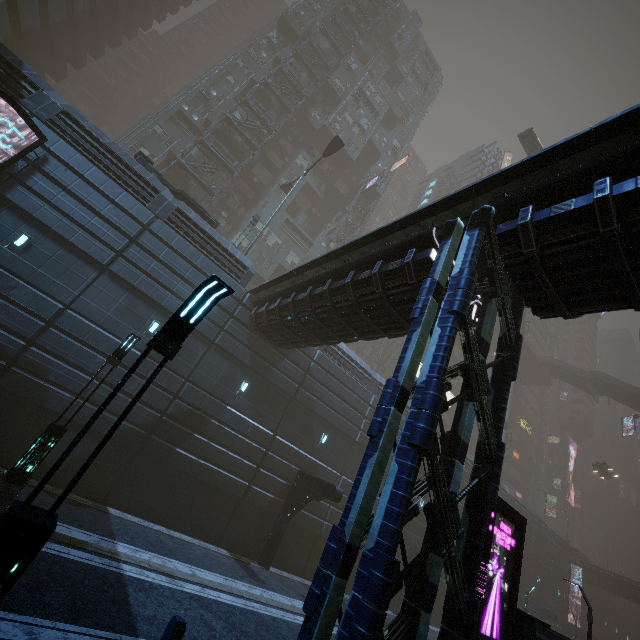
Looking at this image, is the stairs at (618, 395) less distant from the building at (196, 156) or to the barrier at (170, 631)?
the building at (196, 156)

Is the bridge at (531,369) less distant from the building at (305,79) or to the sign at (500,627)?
the building at (305,79)

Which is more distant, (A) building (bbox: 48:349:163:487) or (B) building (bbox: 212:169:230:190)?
(B) building (bbox: 212:169:230:190)

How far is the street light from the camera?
23.2m

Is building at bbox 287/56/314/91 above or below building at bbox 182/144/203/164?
above

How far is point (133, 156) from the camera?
29.3m

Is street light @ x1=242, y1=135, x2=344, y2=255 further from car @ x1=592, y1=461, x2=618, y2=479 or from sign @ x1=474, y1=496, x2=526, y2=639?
car @ x1=592, y1=461, x2=618, y2=479

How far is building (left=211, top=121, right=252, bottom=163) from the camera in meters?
33.5 m
